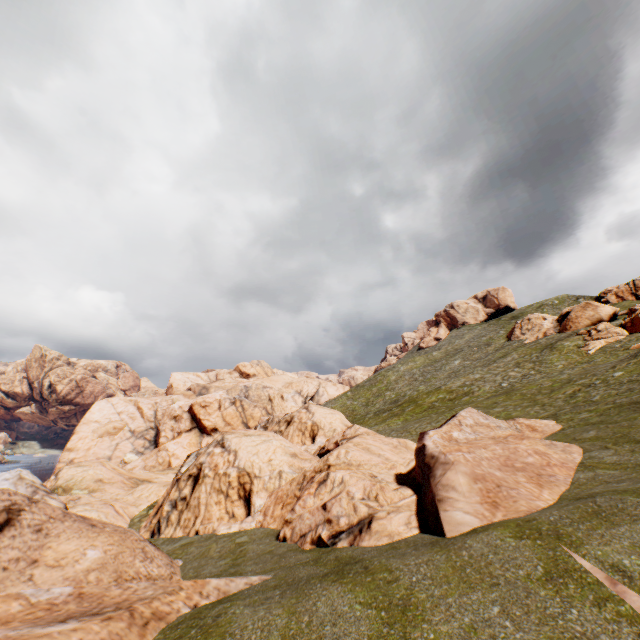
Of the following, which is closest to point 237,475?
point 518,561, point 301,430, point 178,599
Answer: point 178,599

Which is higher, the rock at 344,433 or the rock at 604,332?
the rock at 604,332

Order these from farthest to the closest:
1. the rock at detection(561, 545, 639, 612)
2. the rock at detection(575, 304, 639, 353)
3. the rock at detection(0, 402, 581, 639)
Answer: the rock at detection(575, 304, 639, 353), the rock at detection(0, 402, 581, 639), the rock at detection(561, 545, 639, 612)

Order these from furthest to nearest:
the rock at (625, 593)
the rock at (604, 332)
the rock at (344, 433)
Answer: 1. the rock at (604, 332)
2. the rock at (344, 433)
3. the rock at (625, 593)

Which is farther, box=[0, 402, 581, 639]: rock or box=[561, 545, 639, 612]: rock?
box=[0, 402, 581, 639]: rock

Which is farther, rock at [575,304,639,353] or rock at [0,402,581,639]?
rock at [575,304,639,353]

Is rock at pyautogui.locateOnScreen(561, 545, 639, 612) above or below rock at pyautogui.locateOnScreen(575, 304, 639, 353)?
below
